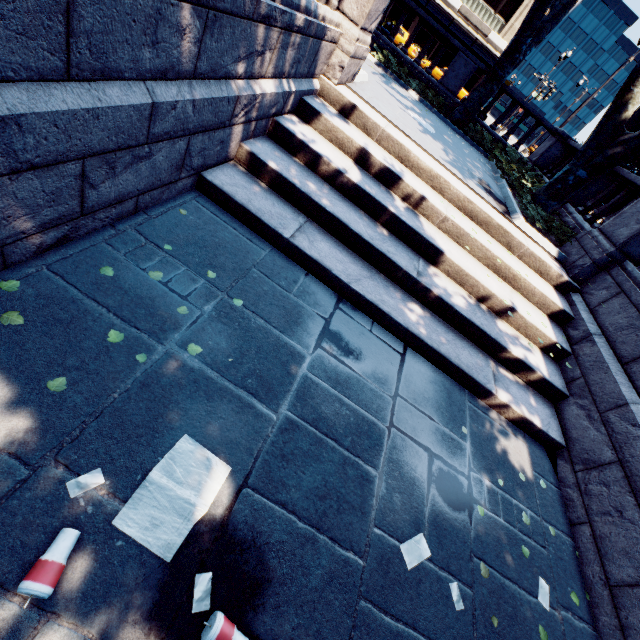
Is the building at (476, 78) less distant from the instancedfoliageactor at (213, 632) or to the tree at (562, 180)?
the tree at (562, 180)

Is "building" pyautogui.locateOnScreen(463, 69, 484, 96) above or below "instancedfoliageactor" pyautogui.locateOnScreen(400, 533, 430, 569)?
above

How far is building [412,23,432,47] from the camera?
37.0m

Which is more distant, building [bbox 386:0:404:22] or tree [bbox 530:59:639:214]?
building [bbox 386:0:404:22]

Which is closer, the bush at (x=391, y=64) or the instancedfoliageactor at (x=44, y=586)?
the instancedfoliageactor at (x=44, y=586)

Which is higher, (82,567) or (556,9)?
(556,9)

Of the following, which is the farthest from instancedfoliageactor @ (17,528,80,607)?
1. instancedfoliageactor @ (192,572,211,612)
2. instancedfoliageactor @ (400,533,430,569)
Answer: instancedfoliageactor @ (400,533,430,569)

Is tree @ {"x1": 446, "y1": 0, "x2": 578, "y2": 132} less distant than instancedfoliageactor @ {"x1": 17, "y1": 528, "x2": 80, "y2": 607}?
No
